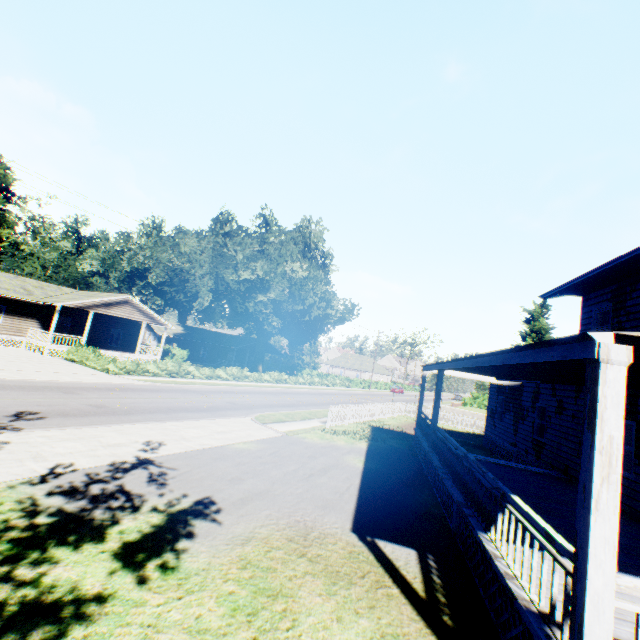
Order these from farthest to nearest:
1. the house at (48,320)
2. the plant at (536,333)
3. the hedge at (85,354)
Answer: the plant at (536,333) < the house at (48,320) < the hedge at (85,354)

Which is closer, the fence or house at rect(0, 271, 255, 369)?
the fence

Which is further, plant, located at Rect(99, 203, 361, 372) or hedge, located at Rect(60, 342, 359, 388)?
plant, located at Rect(99, 203, 361, 372)

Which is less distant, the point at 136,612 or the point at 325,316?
the point at 136,612

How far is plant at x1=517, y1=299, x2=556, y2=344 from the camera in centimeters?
3919cm

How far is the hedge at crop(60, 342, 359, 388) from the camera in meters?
24.4

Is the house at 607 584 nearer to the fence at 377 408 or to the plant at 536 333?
the plant at 536 333

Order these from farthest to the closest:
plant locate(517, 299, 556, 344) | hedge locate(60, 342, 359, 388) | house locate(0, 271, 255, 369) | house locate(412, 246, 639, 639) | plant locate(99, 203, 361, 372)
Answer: plant locate(517, 299, 556, 344)
plant locate(99, 203, 361, 372)
house locate(0, 271, 255, 369)
hedge locate(60, 342, 359, 388)
house locate(412, 246, 639, 639)
